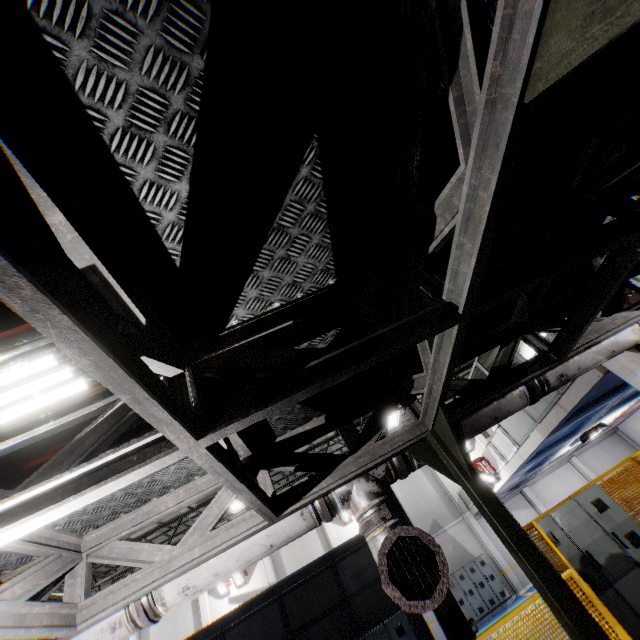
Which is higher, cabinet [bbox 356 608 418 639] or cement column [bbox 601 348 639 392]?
cement column [bbox 601 348 639 392]

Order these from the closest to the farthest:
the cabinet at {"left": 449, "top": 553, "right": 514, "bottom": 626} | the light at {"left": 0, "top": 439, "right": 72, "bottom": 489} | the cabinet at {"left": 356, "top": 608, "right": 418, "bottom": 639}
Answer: the light at {"left": 0, "top": 439, "right": 72, "bottom": 489} → the cabinet at {"left": 356, "top": 608, "right": 418, "bottom": 639} → the cabinet at {"left": 449, "top": 553, "right": 514, "bottom": 626}

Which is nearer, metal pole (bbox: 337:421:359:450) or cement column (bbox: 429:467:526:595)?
metal pole (bbox: 337:421:359:450)

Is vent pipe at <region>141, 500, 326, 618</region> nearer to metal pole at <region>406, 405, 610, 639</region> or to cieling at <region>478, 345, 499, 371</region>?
metal pole at <region>406, 405, 610, 639</region>

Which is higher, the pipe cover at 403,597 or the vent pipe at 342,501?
the vent pipe at 342,501

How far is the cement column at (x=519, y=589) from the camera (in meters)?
17.16

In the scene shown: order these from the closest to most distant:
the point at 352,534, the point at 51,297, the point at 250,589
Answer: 1. the point at 51,297
2. the point at 250,589
3. the point at 352,534

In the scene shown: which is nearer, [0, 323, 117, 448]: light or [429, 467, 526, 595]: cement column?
[0, 323, 117, 448]: light
